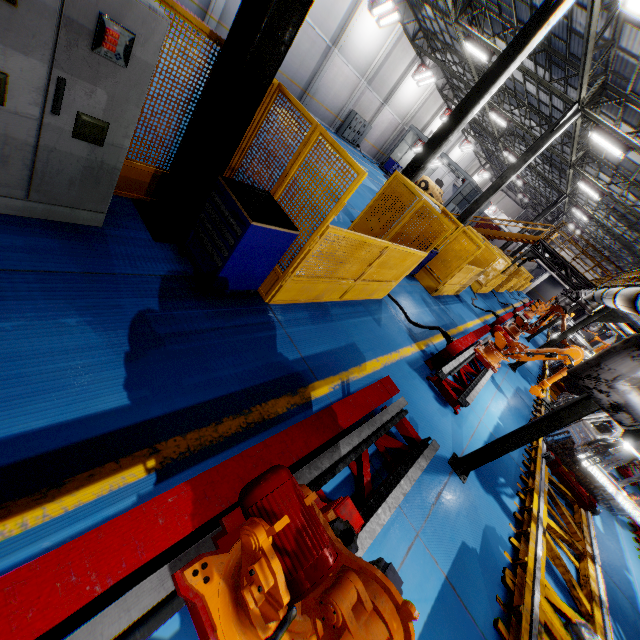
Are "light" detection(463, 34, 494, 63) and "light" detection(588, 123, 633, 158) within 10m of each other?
yes

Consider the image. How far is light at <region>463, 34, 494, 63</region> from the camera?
14.95m

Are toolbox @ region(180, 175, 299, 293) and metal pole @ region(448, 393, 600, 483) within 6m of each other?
yes

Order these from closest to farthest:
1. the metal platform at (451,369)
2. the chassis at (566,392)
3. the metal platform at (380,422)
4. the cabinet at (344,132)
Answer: the metal platform at (380,422) < the metal platform at (451,369) < the chassis at (566,392) < the cabinet at (344,132)

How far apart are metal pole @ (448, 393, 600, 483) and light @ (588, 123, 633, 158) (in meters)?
13.28

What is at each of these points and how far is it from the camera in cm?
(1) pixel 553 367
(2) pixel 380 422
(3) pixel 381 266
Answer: (1) chassis, 1338
(2) metal platform, 395
(3) metal panel, 627

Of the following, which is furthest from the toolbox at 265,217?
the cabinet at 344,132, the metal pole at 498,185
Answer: the cabinet at 344,132

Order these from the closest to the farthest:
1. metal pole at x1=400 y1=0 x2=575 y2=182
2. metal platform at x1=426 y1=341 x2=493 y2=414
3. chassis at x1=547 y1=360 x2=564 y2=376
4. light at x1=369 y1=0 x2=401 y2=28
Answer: metal platform at x1=426 y1=341 x2=493 y2=414, metal pole at x1=400 y1=0 x2=575 y2=182, chassis at x1=547 y1=360 x2=564 y2=376, light at x1=369 y1=0 x2=401 y2=28
